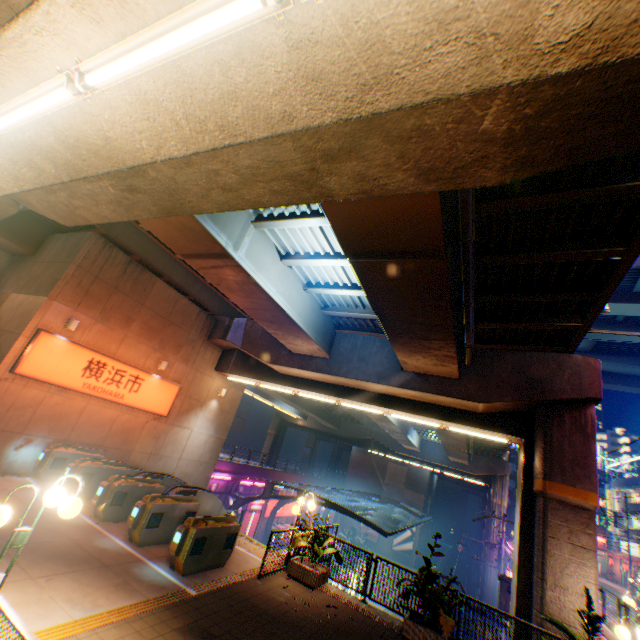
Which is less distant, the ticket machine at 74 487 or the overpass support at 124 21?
the overpass support at 124 21

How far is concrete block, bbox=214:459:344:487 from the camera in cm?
2655

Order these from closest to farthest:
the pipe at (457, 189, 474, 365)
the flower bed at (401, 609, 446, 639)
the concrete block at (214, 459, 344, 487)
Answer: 1. the pipe at (457, 189, 474, 365)
2. the flower bed at (401, 609, 446, 639)
3. the concrete block at (214, 459, 344, 487)

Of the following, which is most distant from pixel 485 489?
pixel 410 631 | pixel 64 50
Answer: pixel 64 50

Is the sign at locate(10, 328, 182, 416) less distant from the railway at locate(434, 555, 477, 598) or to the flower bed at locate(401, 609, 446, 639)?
the flower bed at locate(401, 609, 446, 639)

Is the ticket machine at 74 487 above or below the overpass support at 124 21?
below

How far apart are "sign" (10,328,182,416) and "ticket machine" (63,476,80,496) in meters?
2.6

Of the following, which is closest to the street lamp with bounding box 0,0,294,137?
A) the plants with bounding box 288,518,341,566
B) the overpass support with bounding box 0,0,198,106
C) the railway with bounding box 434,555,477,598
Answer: the overpass support with bounding box 0,0,198,106
